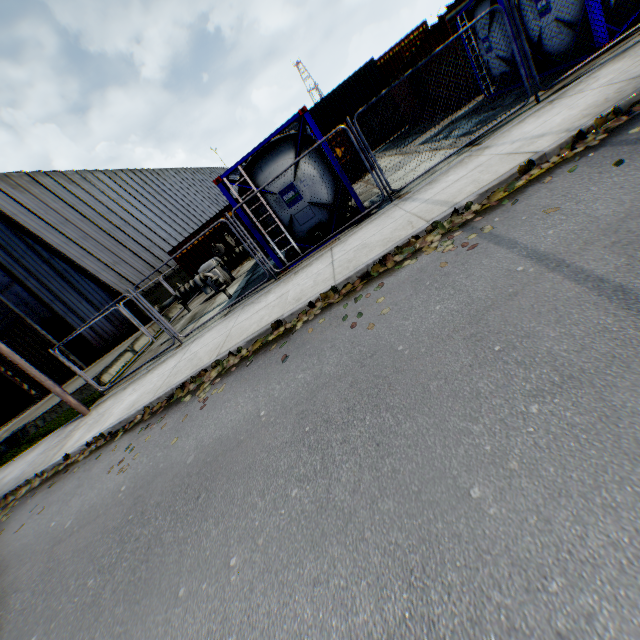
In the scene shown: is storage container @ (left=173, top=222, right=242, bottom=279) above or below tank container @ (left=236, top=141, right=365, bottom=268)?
above

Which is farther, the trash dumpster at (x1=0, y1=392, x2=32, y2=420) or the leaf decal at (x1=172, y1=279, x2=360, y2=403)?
the trash dumpster at (x1=0, y1=392, x2=32, y2=420)

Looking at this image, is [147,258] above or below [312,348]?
above

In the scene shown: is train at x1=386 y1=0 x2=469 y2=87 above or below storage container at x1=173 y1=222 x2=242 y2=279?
above

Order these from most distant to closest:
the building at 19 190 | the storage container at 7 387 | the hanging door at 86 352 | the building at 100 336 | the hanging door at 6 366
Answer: the storage container at 7 387
the hanging door at 6 366
the hanging door at 86 352
the building at 100 336
the building at 19 190

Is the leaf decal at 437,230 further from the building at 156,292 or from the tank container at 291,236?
the building at 156,292

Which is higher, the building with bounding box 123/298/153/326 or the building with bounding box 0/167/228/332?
the building with bounding box 0/167/228/332

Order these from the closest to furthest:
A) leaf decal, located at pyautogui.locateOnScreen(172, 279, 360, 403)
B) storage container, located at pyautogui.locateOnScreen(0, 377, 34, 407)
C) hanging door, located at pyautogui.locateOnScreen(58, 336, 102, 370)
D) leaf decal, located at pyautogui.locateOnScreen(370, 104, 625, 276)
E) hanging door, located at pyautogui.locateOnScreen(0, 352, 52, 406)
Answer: leaf decal, located at pyautogui.locateOnScreen(370, 104, 625, 276) < leaf decal, located at pyautogui.locateOnScreen(172, 279, 360, 403) < hanging door, located at pyautogui.locateOnScreen(58, 336, 102, 370) < hanging door, located at pyautogui.locateOnScreen(0, 352, 52, 406) < storage container, located at pyautogui.locateOnScreen(0, 377, 34, 407)
